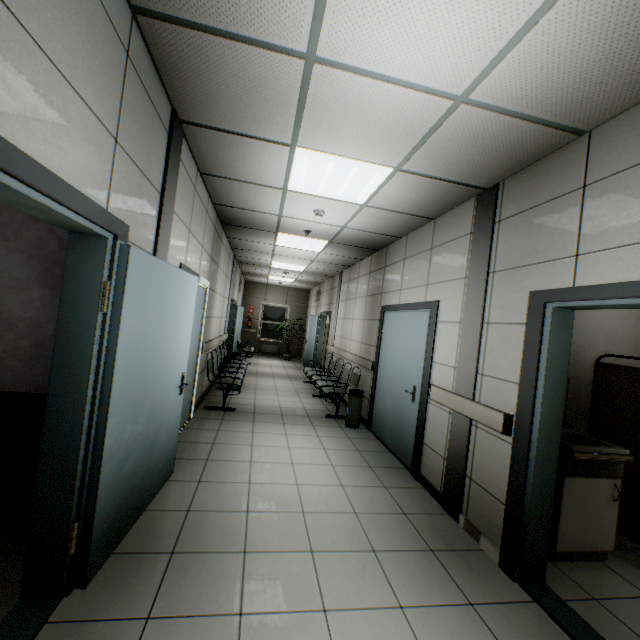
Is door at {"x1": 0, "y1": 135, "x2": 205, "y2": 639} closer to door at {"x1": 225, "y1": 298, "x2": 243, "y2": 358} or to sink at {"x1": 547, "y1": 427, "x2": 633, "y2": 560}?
sink at {"x1": 547, "y1": 427, "x2": 633, "y2": 560}

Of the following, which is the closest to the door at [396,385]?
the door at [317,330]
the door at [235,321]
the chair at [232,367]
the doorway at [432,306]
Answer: the doorway at [432,306]

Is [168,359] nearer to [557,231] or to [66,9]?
[66,9]

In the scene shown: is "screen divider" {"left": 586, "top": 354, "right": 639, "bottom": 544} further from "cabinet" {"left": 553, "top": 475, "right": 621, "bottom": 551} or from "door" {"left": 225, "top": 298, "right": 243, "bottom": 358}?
"door" {"left": 225, "top": 298, "right": 243, "bottom": 358}

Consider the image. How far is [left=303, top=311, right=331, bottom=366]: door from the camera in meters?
11.4

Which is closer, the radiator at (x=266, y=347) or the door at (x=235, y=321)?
the door at (x=235, y=321)

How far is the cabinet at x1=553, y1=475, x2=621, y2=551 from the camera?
2.64m

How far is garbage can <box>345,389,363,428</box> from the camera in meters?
5.6 m
